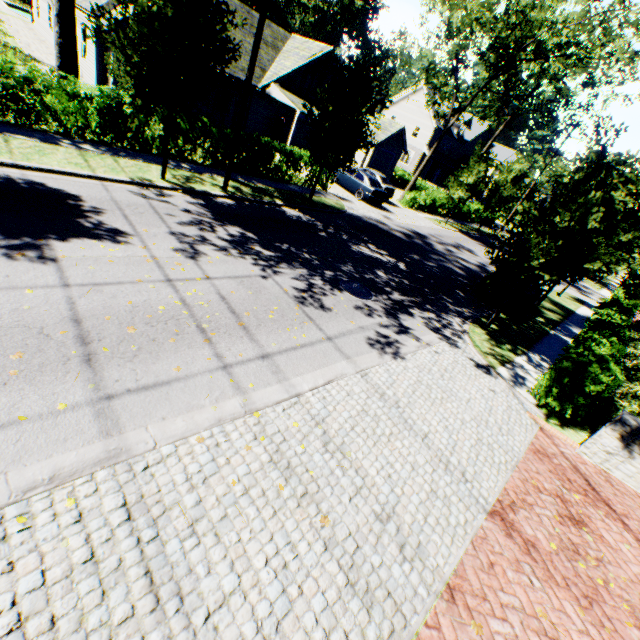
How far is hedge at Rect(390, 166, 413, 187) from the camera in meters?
40.0

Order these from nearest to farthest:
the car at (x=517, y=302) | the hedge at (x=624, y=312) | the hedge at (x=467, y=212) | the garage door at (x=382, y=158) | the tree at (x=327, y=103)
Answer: the hedge at (x=624, y=312)
the tree at (x=327, y=103)
the car at (x=517, y=302)
the hedge at (x=467, y=212)
the garage door at (x=382, y=158)

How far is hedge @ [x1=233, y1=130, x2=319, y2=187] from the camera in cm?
1518

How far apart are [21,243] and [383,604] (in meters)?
8.37

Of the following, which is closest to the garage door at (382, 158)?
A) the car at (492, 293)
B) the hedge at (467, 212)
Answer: the hedge at (467, 212)

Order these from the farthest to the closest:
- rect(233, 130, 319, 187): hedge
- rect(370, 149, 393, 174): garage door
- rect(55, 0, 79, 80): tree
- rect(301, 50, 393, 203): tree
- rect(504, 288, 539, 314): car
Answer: rect(370, 149, 393, 174): garage door
rect(233, 130, 319, 187): hedge
rect(504, 288, 539, 314): car
rect(301, 50, 393, 203): tree
rect(55, 0, 79, 80): tree

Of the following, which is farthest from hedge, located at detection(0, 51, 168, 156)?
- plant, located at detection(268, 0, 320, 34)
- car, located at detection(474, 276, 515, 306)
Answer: plant, located at detection(268, 0, 320, 34)

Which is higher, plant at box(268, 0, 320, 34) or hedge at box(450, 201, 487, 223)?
plant at box(268, 0, 320, 34)
